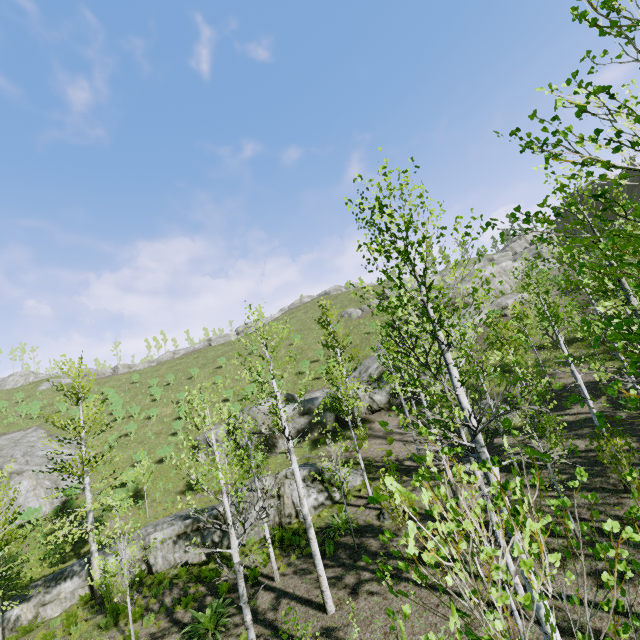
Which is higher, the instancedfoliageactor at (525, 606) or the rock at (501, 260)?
the rock at (501, 260)

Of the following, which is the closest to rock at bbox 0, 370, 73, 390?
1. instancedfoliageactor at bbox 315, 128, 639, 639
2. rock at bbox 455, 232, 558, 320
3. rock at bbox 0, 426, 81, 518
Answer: rock at bbox 0, 426, 81, 518

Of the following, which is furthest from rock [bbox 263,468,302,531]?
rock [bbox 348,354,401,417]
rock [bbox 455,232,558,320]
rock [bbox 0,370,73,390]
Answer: rock [bbox 0,370,73,390]

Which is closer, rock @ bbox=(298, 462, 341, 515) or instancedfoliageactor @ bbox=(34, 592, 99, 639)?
instancedfoliageactor @ bbox=(34, 592, 99, 639)

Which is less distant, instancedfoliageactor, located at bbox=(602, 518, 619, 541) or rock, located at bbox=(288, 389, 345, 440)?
instancedfoliageactor, located at bbox=(602, 518, 619, 541)

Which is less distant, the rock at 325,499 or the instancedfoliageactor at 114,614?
the instancedfoliageactor at 114,614

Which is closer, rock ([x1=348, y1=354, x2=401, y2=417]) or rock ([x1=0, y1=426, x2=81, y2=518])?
rock ([x1=0, y1=426, x2=81, y2=518])

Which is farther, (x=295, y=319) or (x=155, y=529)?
(x=295, y=319)
